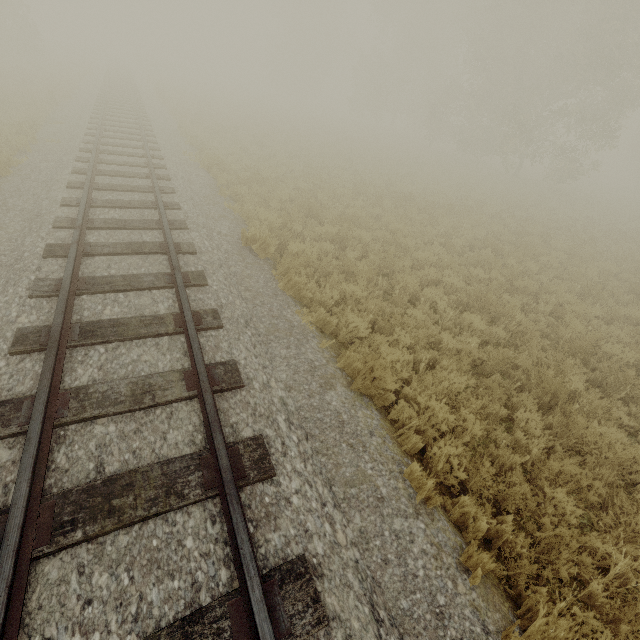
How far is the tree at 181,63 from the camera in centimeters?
4715cm

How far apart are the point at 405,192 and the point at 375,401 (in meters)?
13.70

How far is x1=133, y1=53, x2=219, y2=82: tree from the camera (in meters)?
47.15
